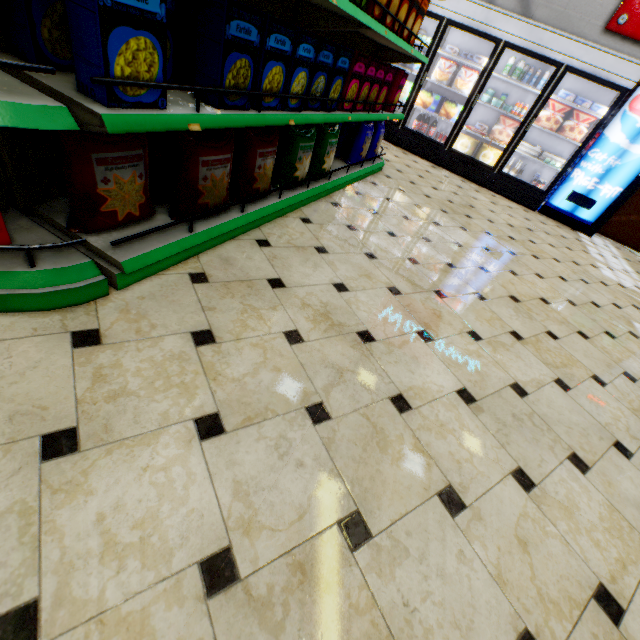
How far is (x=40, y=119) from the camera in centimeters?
97cm

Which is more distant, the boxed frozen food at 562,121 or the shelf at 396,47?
the boxed frozen food at 562,121

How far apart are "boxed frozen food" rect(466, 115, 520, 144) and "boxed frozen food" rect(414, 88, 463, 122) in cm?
70

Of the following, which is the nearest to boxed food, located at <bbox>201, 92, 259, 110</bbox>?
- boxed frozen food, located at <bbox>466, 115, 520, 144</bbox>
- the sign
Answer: boxed frozen food, located at <bbox>466, 115, 520, 144</bbox>

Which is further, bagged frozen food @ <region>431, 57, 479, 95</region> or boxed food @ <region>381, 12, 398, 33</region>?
bagged frozen food @ <region>431, 57, 479, 95</region>

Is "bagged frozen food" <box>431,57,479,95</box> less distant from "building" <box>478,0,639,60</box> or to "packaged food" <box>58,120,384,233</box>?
"building" <box>478,0,639,60</box>

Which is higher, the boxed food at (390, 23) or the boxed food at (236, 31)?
the boxed food at (390, 23)

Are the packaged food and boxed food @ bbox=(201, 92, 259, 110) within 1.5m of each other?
yes
